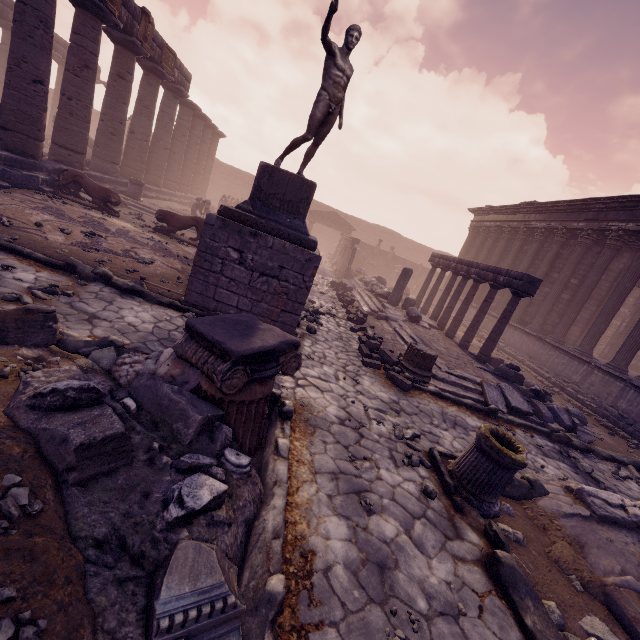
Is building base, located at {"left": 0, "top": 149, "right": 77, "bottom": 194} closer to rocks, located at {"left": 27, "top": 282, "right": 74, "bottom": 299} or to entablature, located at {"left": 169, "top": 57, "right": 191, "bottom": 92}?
rocks, located at {"left": 27, "top": 282, "right": 74, "bottom": 299}

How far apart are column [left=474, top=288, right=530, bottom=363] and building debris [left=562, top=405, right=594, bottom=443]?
2.3m

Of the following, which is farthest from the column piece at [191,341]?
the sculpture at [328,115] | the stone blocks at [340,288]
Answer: the stone blocks at [340,288]

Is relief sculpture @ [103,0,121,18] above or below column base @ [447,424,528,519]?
above

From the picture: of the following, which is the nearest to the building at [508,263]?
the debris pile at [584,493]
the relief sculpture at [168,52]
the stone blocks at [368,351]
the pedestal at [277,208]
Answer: the debris pile at [584,493]

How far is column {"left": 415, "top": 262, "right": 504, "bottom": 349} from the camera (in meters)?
11.38

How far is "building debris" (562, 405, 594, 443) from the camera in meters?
8.1

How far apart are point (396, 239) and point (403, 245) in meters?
1.2 m
